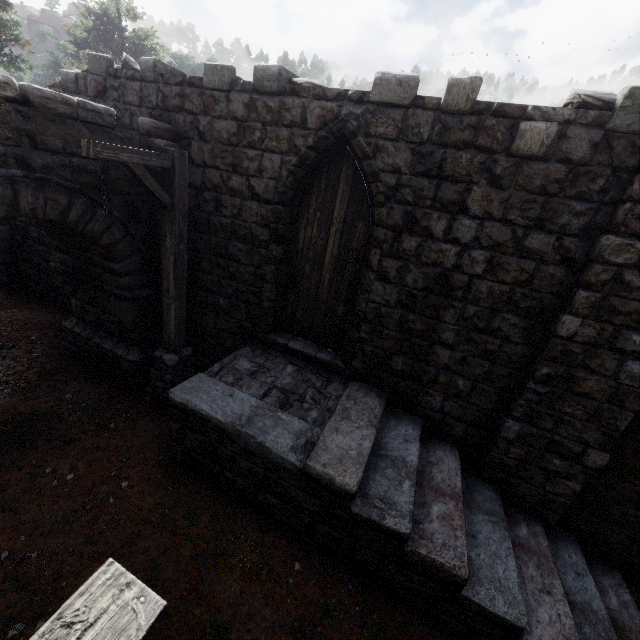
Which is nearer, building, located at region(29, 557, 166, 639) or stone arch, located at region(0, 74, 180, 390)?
building, located at region(29, 557, 166, 639)

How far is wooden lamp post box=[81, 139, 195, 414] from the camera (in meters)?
4.22

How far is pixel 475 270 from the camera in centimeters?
486cm

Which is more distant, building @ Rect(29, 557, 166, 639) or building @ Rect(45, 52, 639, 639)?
building @ Rect(45, 52, 639, 639)

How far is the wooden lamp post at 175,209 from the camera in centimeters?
422cm

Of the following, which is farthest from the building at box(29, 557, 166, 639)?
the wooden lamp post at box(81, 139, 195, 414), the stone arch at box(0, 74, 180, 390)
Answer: the wooden lamp post at box(81, 139, 195, 414)

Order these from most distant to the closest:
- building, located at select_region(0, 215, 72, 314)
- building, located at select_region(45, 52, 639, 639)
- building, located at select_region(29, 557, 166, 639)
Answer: building, located at select_region(0, 215, 72, 314) → building, located at select_region(45, 52, 639, 639) → building, located at select_region(29, 557, 166, 639)

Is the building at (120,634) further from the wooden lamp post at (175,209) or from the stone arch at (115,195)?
the wooden lamp post at (175,209)
